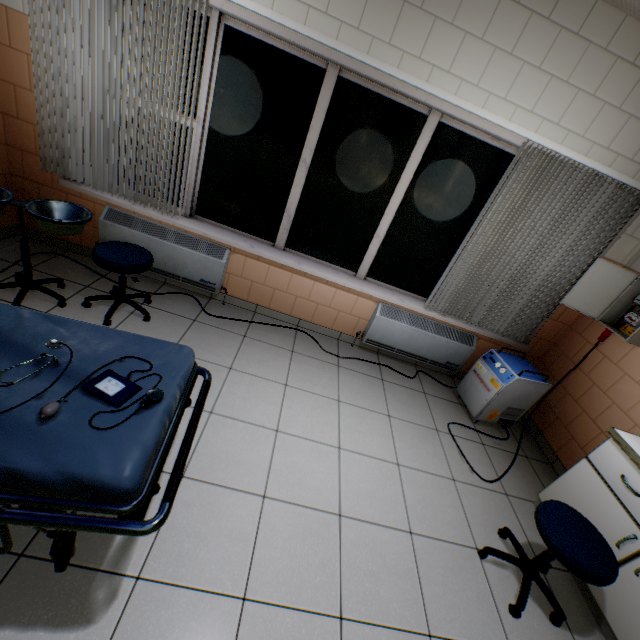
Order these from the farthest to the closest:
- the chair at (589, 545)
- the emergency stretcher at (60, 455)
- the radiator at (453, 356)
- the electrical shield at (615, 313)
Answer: the radiator at (453, 356) → the electrical shield at (615, 313) → the chair at (589, 545) → the emergency stretcher at (60, 455)

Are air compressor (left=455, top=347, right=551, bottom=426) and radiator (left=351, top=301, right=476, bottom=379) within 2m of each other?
yes

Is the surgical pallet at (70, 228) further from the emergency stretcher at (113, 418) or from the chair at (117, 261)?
the emergency stretcher at (113, 418)

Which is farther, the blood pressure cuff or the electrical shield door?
the electrical shield door

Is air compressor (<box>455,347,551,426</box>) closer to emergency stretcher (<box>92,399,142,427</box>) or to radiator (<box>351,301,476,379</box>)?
radiator (<box>351,301,476,379</box>)

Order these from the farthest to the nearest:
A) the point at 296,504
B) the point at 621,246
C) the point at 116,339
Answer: the point at 621,246
the point at 296,504
the point at 116,339

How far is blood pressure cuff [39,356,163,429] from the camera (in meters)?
1.12

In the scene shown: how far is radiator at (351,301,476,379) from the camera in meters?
3.5 m
